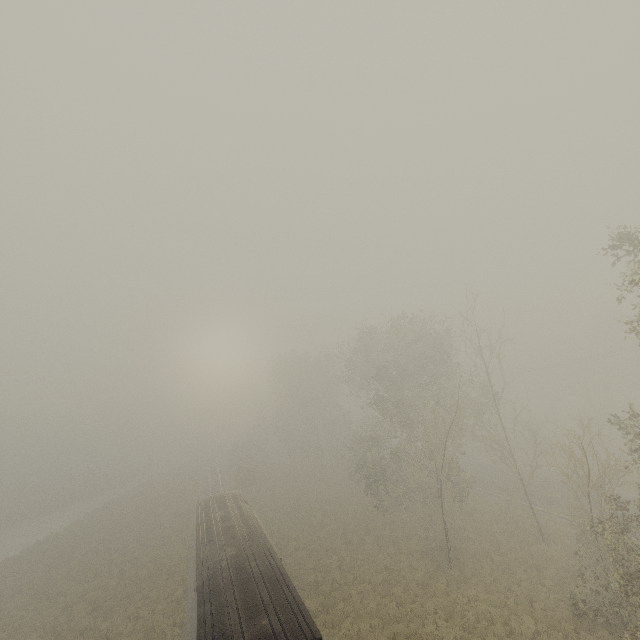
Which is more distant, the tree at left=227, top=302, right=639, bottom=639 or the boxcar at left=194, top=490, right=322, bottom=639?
the tree at left=227, top=302, right=639, bottom=639

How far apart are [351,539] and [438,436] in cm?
1350

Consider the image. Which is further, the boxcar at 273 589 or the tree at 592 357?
the tree at 592 357
